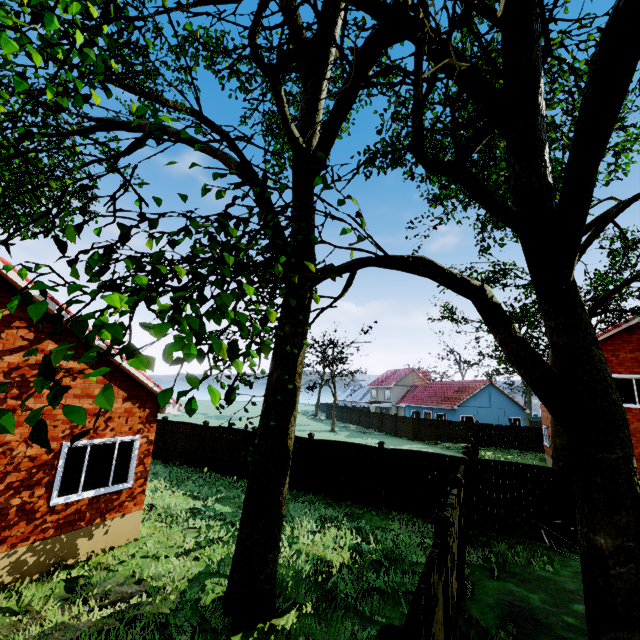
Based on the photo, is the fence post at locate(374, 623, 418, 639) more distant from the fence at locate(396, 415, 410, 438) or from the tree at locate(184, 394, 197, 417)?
the tree at locate(184, 394, 197, 417)

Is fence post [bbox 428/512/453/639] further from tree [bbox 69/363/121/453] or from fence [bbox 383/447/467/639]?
tree [bbox 69/363/121/453]

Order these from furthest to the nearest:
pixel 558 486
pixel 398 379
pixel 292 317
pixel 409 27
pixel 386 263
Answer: pixel 398 379, pixel 558 486, pixel 292 317, pixel 386 263, pixel 409 27

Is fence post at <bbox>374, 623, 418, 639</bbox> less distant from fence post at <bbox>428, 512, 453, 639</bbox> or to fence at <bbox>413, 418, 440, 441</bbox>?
fence at <bbox>413, 418, 440, 441</bbox>

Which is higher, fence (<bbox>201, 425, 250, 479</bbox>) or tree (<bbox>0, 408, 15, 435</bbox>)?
tree (<bbox>0, 408, 15, 435</bbox>)

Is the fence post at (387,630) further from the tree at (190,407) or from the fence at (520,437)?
the tree at (190,407)

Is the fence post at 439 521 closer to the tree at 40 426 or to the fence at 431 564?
the fence at 431 564

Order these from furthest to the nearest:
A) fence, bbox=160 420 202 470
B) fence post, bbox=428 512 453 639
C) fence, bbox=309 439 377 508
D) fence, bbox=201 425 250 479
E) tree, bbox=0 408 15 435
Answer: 1. fence, bbox=160 420 202 470
2. fence, bbox=201 425 250 479
3. fence, bbox=309 439 377 508
4. fence post, bbox=428 512 453 639
5. tree, bbox=0 408 15 435
